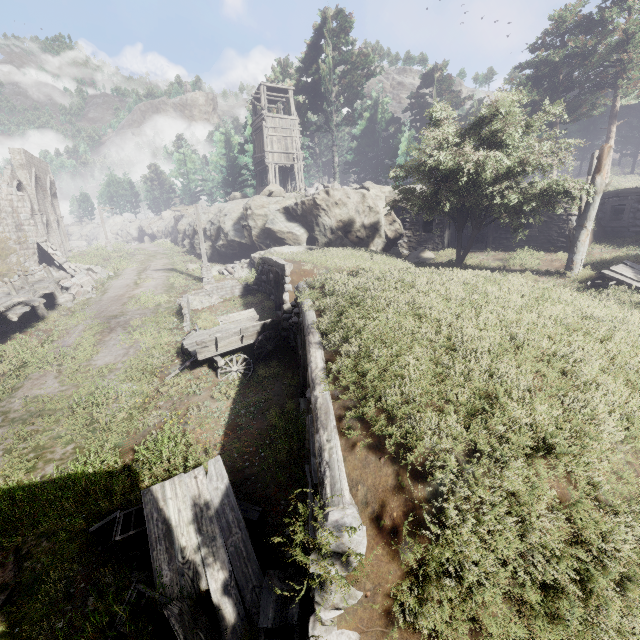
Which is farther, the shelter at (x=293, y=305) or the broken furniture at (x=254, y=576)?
the broken furniture at (x=254, y=576)

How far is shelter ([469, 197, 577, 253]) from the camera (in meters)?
15.55

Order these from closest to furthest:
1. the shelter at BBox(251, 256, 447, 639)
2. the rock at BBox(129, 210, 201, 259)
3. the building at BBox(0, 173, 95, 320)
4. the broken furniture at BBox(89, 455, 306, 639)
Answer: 1. the shelter at BBox(251, 256, 447, 639)
2. the broken furniture at BBox(89, 455, 306, 639)
3. the building at BBox(0, 173, 95, 320)
4. the rock at BBox(129, 210, 201, 259)

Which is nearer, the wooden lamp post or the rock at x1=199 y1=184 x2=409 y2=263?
the wooden lamp post

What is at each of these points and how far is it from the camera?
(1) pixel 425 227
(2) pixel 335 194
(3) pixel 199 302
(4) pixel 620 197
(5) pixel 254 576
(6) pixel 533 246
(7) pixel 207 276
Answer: (1) shelter, 23.7m
(2) rock, 19.5m
(3) rubble, 16.8m
(4) shelter, 15.9m
(5) broken furniture, 4.9m
(6) shelter, 16.8m
(7) wooden lamp post, 20.3m

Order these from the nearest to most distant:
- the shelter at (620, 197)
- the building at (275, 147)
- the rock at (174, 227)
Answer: the shelter at (620, 197) → the building at (275, 147) → the rock at (174, 227)

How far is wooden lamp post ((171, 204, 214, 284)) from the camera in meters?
19.1 m

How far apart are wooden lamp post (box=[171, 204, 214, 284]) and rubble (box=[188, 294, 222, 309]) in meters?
3.2 m
